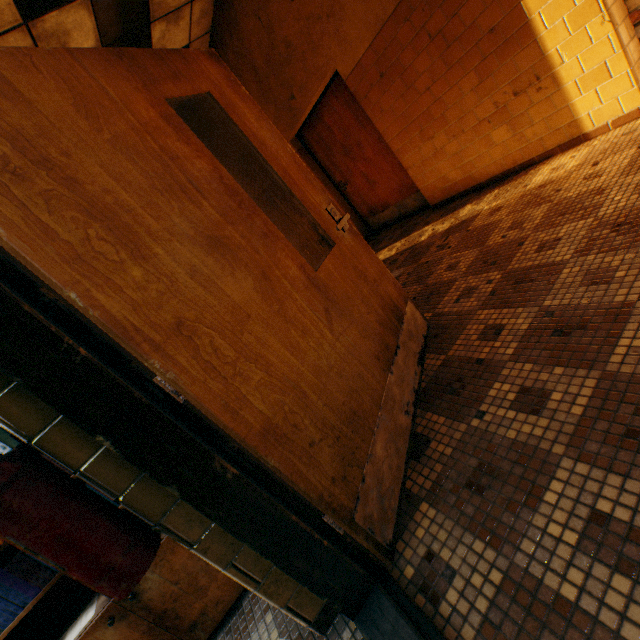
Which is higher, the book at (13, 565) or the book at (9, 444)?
the book at (9, 444)

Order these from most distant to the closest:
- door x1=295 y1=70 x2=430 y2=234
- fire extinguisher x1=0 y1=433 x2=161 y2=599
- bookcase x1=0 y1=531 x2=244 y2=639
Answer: door x1=295 y1=70 x2=430 y2=234 → bookcase x1=0 y1=531 x2=244 y2=639 → fire extinguisher x1=0 y1=433 x2=161 y2=599

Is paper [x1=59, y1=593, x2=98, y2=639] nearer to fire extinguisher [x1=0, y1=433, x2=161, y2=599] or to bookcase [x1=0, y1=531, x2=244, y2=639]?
bookcase [x1=0, y1=531, x2=244, y2=639]

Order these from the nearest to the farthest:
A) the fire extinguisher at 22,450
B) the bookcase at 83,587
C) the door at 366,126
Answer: the fire extinguisher at 22,450 → the bookcase at 83,587 → the door at 366,126

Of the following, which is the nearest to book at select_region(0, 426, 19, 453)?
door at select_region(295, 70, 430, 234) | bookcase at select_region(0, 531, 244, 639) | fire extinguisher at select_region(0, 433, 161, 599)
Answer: bookcase at select_region(0, 531, 244, 639)

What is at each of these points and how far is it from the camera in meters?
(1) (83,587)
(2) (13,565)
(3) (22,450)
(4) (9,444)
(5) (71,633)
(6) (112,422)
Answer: (1) bookcase, 1.6
(2) book, 1.3
(3) fire extinguisher, 0.9
(4) book, 1.3
(5) paper, 1.4
(6) door, 0.9

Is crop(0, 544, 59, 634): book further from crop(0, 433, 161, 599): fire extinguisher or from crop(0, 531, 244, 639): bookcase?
crop(0, 433, 161, 599): fire extinguisher

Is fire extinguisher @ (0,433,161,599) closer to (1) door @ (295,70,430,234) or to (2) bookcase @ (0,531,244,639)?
(2) bookcase @ (0,531,244,639)
